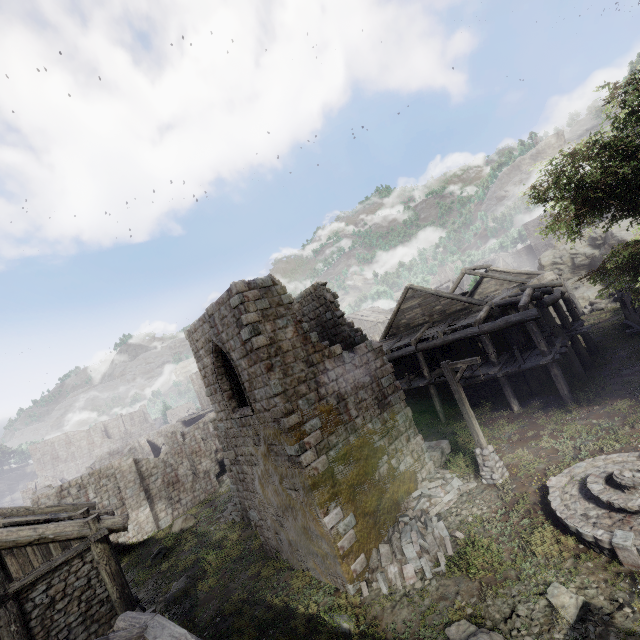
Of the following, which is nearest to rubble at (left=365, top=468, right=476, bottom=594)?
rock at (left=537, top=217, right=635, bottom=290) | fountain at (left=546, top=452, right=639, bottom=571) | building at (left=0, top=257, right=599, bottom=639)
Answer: building at (left=0, top=257, right=599, bottom=639)

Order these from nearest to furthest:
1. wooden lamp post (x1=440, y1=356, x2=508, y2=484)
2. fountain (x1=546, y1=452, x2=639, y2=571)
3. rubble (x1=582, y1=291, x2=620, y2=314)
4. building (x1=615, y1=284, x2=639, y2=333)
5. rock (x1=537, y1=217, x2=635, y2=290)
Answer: fountain (x1=546, y1=452, x2=639, y2=571), wooden lamp post (x1=440, y1=356, x2=508, y2=484), building (x1=615, y1=284, x2=639, y2=333), rubble (x1=582, y1=291, x2=620, y2=314), rock (x1=537, y1=217, x2=635, y2=290)

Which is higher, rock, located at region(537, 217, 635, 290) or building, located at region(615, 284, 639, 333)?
rock, located at region(537, 217, 635, 290)

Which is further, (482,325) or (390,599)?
(482,325)

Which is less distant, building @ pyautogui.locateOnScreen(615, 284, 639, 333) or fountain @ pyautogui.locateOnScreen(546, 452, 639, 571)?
fountain @ pyautogui.locateOnScreen(546, 452, 639, 571)

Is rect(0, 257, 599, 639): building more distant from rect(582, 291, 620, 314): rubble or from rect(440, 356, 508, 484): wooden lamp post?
rect(440, 356, 508, 484): wooden lamp post

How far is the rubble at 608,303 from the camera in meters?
26.6 m

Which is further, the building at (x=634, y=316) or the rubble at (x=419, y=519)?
the building at (x=634, y=316)
